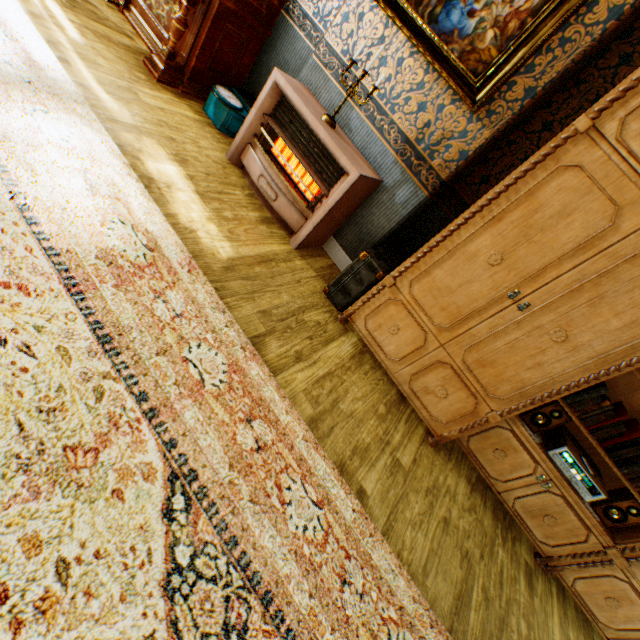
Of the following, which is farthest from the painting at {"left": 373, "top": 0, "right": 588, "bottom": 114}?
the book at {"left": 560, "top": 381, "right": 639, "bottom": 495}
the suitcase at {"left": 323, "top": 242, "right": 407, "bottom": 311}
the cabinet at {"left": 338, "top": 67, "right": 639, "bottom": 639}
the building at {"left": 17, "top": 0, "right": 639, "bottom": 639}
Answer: the book at {"left": 560, "top": 381, "right": 639, "bottom": 495}

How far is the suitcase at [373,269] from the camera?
2.6 meters

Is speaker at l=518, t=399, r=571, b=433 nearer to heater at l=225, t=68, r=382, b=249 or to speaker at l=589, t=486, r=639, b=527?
speaker at l=589, t=486, r=639, b=527

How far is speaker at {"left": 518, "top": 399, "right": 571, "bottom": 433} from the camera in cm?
249

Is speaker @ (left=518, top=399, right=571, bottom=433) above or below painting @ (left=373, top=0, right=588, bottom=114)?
below

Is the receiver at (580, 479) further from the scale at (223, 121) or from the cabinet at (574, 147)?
the scale at (223, 121)

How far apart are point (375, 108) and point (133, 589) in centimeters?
349cm

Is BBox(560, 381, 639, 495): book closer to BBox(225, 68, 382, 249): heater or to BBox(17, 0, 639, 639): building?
BBox(17, 0, 639, 639): building
